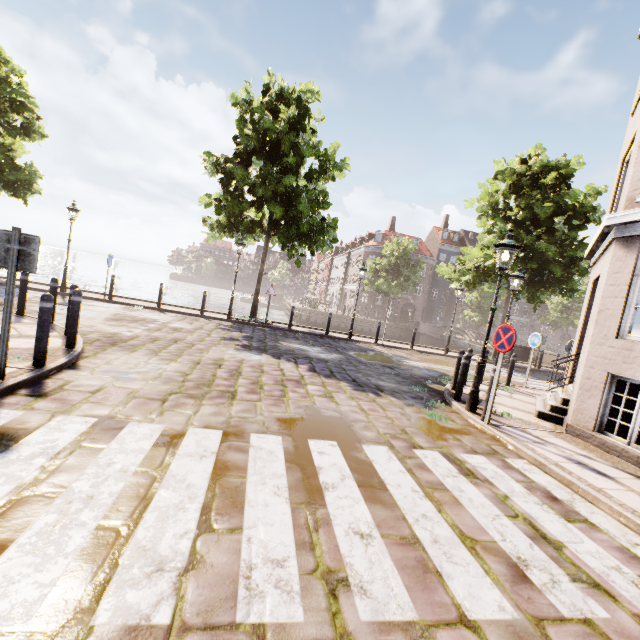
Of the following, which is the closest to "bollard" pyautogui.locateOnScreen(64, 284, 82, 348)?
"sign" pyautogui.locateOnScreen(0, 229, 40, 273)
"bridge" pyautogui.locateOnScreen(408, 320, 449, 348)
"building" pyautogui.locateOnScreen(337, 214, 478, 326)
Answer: "sign" pyautogui.locateOnScreen(0, 229, 40, 273)

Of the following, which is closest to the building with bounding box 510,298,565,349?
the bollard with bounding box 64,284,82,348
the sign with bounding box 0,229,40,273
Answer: the bollard with bounding box 64,284,82,348

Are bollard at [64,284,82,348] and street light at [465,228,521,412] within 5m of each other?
no

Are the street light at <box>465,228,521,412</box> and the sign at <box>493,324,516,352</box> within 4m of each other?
yes

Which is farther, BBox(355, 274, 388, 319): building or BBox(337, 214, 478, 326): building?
BBox(337, 214, 478, 326): building

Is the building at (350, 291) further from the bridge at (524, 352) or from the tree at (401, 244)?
the bridge at (524, 352)

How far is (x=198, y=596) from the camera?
2.0 meters

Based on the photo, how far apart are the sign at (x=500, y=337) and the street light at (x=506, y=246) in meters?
0.6 m
